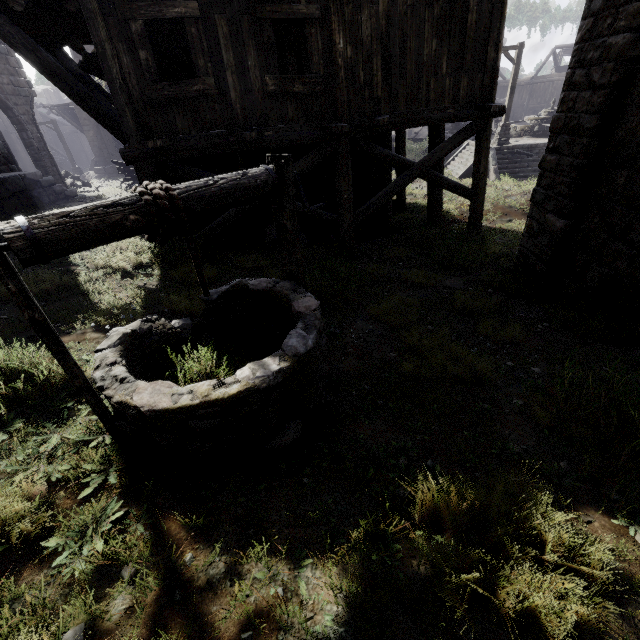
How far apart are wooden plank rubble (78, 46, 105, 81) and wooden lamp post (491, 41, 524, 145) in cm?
1847

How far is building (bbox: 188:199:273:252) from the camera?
7.8m

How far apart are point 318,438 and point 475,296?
5.1m

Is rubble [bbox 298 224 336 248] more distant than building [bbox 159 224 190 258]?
Yes

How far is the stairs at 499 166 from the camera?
18.17m

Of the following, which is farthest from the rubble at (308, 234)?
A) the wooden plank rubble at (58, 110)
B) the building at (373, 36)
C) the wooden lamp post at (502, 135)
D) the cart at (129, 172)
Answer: the wooden plank rubble at (58, 110)

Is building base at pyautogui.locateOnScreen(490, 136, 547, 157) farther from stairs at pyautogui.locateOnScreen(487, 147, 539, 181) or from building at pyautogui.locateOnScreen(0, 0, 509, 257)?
building at pyautogui.locateOnScreen(0, 0, 509, 257)

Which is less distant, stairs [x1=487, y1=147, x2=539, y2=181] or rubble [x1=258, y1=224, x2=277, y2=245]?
rubble [x1=258, y1=224, x2=277, y2=245]
